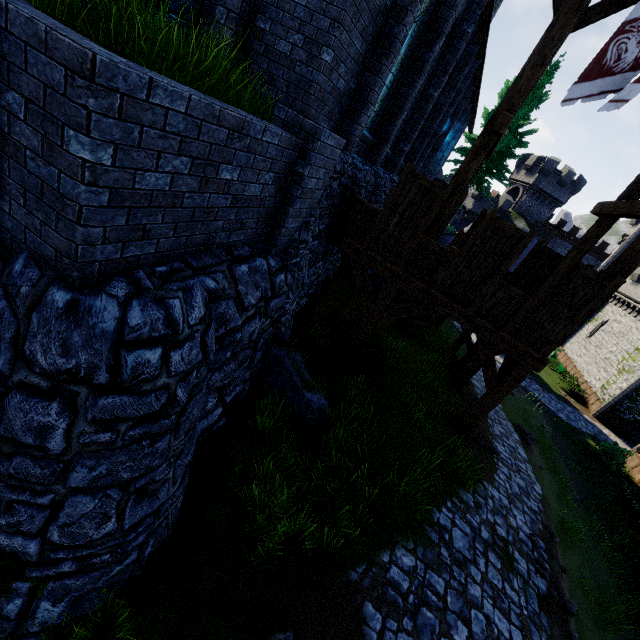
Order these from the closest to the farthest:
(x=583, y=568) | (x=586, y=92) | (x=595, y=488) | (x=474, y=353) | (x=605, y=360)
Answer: (x=586, y=92) → (x=583, y=568) → (x=474, y=353) → (x=595, y=488) → (x=605, y=360)

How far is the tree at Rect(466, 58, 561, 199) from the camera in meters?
23.0 m

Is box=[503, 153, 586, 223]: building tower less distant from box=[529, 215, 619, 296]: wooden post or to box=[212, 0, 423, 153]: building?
box=[212, 0, 423, 153]: building

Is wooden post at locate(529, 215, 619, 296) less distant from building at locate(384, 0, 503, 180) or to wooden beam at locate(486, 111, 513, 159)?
wooden beam at locate(486, 111, 513, 159)

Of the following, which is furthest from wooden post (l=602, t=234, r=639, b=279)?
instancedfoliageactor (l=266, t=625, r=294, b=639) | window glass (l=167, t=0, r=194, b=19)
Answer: window glass (l=167, t=0, r=194, b=19)

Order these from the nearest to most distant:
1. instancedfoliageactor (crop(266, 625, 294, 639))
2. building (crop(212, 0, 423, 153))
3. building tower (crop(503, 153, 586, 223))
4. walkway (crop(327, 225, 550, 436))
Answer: instancedfoliageactor (crop(266, 625, 294, 639))
building (crop(212, 0, 423, 153))
walkway (crop(327, 225, 550, 436))
building tower (crop(503, 153, 586, 223))

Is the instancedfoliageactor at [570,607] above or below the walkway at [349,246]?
below

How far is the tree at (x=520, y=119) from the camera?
23.0 meters
